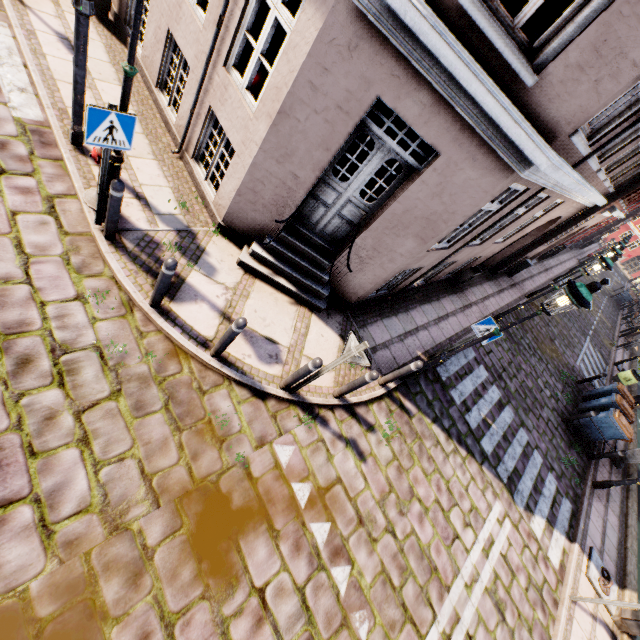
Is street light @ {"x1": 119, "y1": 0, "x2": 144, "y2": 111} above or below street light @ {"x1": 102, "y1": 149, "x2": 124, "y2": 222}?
above

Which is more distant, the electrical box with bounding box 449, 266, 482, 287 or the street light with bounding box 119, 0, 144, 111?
the electrical box with bounding box 449, 266, 482, 287

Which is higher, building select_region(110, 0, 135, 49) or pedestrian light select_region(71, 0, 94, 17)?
pedestrian light select_region(71, 0, 94, 17)

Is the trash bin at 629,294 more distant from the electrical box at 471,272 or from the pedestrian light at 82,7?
the pedestrian light at 82,7

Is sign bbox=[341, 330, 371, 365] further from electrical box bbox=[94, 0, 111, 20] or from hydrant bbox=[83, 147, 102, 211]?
electrical box bbox=[94, 0, 111, 20]

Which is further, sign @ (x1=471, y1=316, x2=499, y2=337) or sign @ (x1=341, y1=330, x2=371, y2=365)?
sign @ (x1=471, y1=316, x2=499, y2=337)

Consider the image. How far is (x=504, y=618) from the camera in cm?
589

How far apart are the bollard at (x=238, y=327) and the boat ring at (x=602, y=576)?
10.15m
